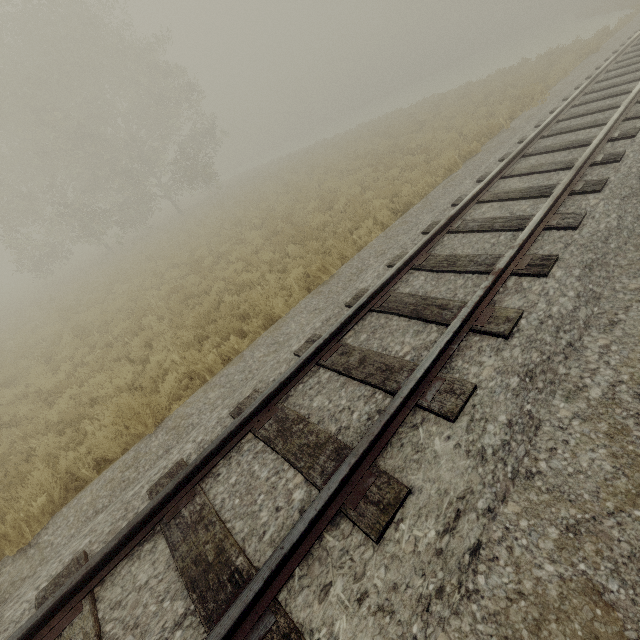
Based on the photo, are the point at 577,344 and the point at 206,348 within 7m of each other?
yes
